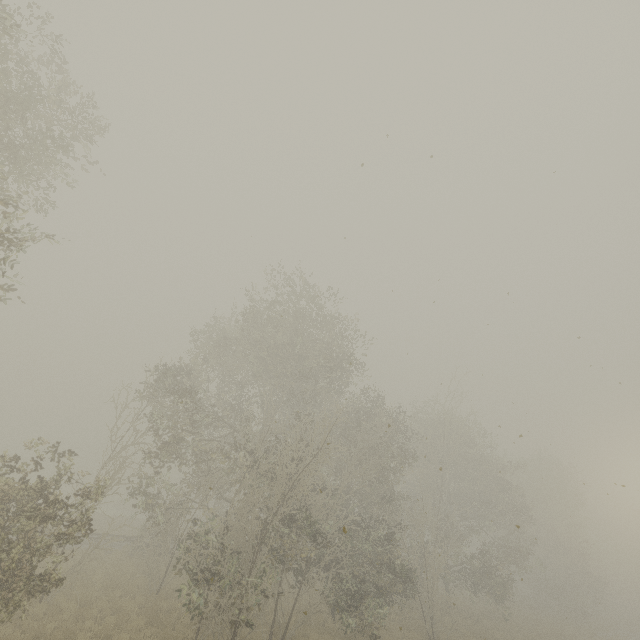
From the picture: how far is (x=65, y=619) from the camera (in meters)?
12.70
